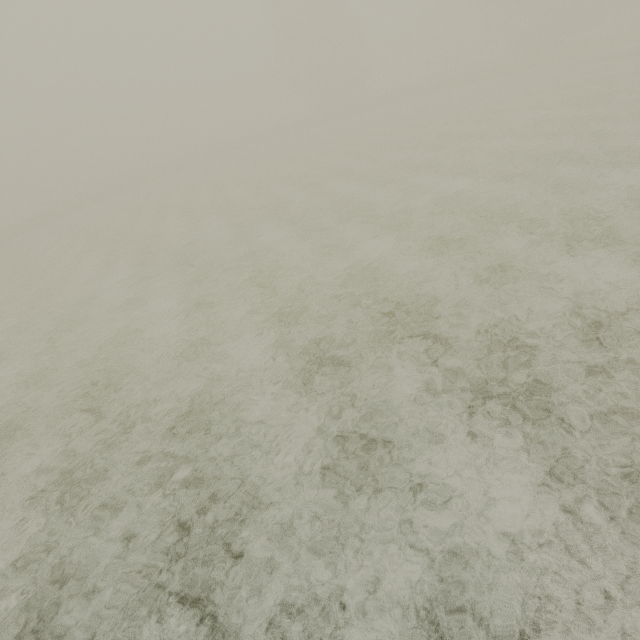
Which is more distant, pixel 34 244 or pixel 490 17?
pixel 490 17
